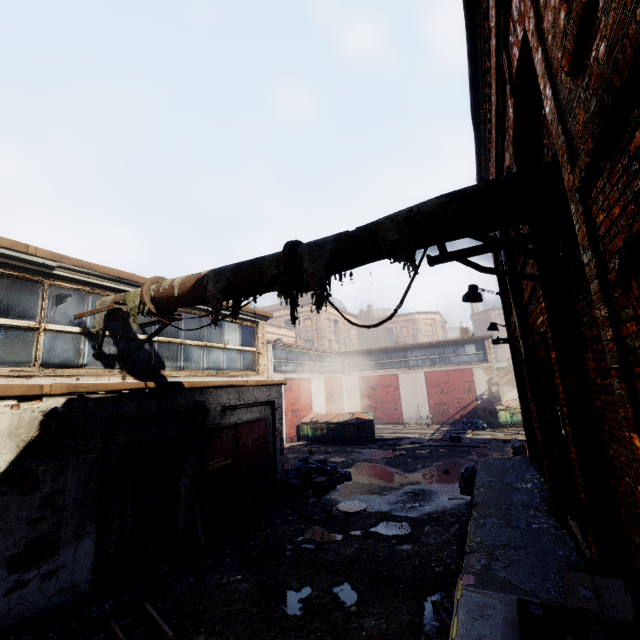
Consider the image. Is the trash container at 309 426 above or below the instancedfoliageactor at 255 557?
above

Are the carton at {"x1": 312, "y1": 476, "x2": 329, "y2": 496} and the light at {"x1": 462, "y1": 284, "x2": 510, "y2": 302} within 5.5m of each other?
no

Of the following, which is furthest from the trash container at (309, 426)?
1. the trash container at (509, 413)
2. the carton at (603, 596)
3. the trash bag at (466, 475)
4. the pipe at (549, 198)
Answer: the carton at (603, 596)

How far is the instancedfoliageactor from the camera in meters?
6.7 m

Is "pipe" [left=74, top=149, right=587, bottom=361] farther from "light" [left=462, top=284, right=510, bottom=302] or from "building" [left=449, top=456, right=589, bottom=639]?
"building" [left=449, top=456, right=589, bottom=639]

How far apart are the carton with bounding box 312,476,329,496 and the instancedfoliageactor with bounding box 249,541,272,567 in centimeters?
401cm

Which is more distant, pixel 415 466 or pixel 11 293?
pixel 415 466

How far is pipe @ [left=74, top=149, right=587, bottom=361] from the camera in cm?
308
